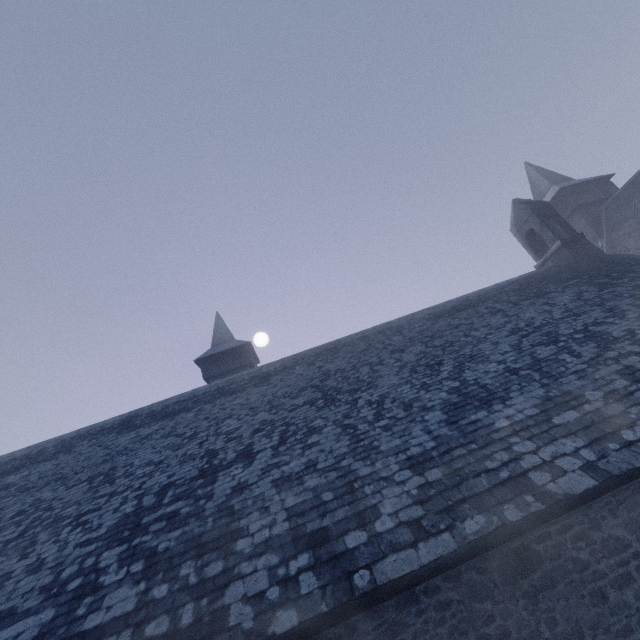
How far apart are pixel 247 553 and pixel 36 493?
7.8 meters
